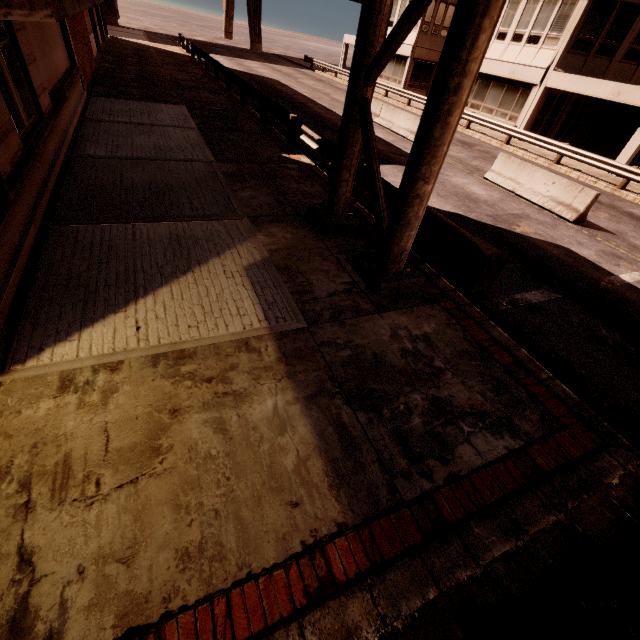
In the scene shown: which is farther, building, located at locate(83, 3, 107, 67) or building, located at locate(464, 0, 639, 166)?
building, located at locate(83, 3, 107, 67)

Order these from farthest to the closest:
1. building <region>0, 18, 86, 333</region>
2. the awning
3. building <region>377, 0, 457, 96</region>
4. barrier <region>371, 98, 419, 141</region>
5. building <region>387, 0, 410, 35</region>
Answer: building <region>387, 0, 410, 35</region> → building <region>377, 0, 457, 96</region> → barrier <region>371, 98, 419, 141</region> → building <region>0, 18, 86, 333</region> → the awning

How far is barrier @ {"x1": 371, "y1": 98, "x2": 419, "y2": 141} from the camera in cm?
1622

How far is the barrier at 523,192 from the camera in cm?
1030

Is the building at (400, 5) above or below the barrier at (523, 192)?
above

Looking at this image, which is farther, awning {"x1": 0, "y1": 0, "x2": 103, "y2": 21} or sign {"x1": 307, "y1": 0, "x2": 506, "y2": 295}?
sign {"x1": 307, "y1": 0, "x2": 506, "y2": 295}

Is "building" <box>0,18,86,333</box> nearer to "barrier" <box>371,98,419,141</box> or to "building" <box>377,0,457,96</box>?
"barrier" <box>371,98,419,141</box>

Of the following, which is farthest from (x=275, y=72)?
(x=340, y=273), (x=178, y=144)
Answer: (x=340, y=273)
